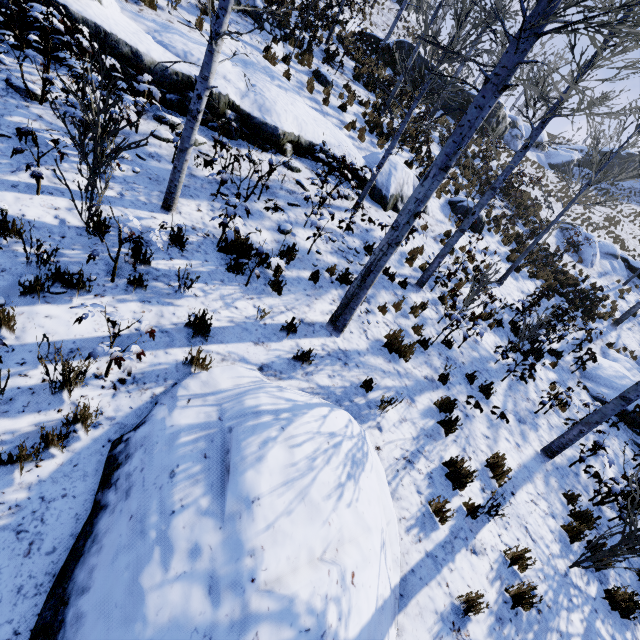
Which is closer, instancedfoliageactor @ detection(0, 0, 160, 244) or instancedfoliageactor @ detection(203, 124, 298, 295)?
instancedfoliageactor @ detection(0, 0, 160, 244)

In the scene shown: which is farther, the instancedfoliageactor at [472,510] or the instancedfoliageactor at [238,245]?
the instancedfoliageactor at [238,245]

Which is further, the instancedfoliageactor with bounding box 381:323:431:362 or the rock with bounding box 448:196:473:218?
the rock with bounding box 448:196:473:218

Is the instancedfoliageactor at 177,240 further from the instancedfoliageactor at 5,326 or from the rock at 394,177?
the rock at 394,177

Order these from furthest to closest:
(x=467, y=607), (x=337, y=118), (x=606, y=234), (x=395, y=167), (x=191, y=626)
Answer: (x=606, y=234)
(x=337, y=118)
(x=395, y=167)
(x=467, y=607)
(x=191, y=626)

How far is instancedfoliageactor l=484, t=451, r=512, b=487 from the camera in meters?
5.6 m

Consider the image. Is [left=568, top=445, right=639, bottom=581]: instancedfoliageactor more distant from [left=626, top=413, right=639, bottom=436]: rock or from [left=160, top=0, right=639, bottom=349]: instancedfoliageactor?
[left=626, top=413, right=639, bottom=436]: rock

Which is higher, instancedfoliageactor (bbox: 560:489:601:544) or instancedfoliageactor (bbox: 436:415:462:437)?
instancedfoliageactor (bbox: 436:415:462:437)
